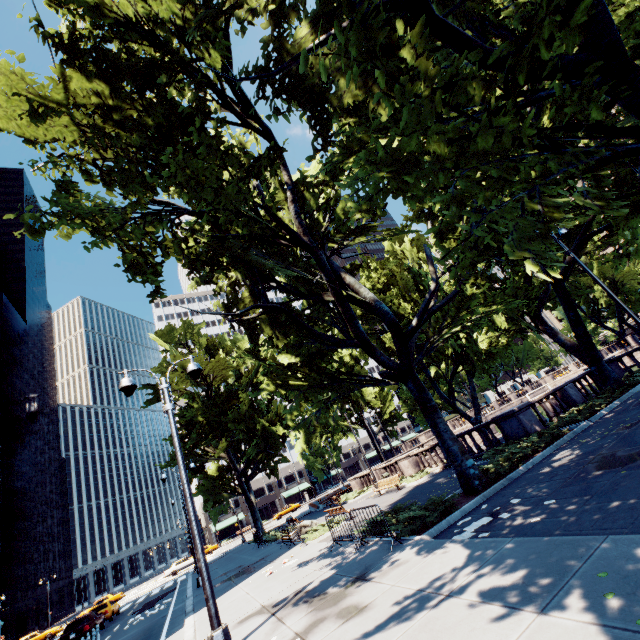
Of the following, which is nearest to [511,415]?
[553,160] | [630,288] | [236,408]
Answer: [553,160]

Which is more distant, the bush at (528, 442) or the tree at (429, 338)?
the bush at (528, 442)

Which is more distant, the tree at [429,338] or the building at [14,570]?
the building at [14,570]

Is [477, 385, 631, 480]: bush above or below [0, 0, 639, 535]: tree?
below

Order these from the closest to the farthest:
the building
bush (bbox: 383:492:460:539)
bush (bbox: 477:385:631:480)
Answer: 1. bush (bbox: 383:492:460:539)
2. bush (bbox: 477:385:631:480)
3. the building

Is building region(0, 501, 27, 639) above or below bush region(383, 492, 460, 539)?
above

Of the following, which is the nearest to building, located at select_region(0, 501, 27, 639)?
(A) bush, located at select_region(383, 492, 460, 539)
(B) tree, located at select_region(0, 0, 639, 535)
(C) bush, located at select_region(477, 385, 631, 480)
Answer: (B) tree, located at select_region(0, 0, 639, 535)
